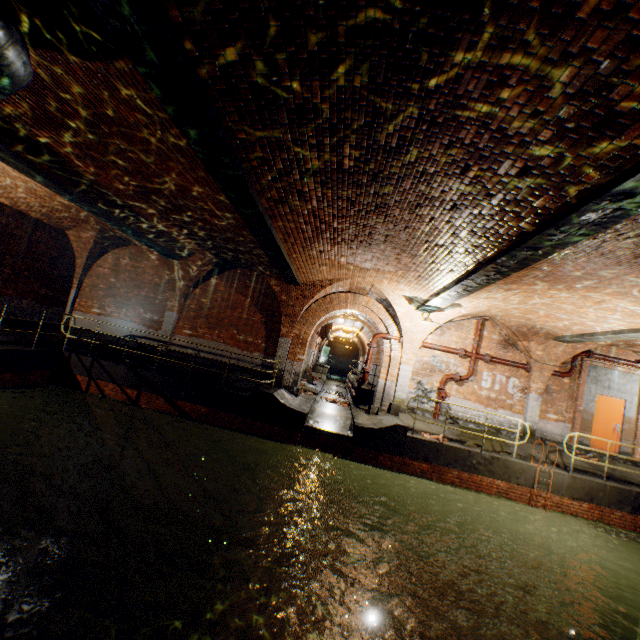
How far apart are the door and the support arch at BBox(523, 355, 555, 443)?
1.8 meters

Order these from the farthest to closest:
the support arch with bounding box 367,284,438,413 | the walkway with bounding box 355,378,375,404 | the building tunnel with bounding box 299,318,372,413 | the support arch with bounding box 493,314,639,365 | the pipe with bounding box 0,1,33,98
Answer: the walkway with bounding box 355,378,375,404 → the building tunnel with bounding box 299,318,372,413 → the support arch with bounding box 367,284,438,413 → the support arch with bounding box 493,314,639,365 → the pipe with bounding box 0,1,33,98

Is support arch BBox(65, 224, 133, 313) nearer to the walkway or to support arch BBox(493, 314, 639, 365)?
the walkway

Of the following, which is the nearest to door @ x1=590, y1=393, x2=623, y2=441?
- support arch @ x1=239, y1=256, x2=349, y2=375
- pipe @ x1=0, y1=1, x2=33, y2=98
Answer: support arch @ x1=239, y1=256, x2=349, y2=375

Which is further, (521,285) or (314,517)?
(314,517)

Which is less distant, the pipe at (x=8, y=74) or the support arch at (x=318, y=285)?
the pipe at (x=8, y=74)

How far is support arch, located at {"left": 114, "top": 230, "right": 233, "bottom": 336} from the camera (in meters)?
12.56

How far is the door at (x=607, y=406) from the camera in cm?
1216
